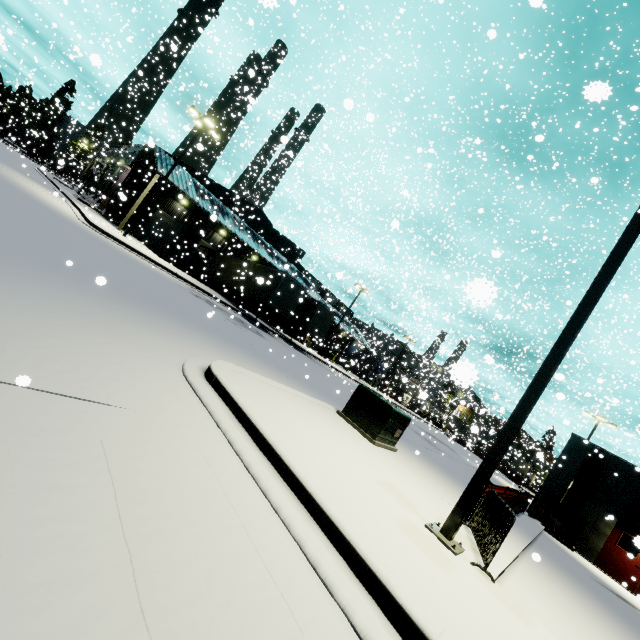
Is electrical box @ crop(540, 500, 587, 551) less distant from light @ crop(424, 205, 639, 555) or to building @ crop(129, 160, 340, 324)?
building @ crop(129, 160, 340, 324)

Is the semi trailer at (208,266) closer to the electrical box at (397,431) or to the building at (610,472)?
the building at (610,472)

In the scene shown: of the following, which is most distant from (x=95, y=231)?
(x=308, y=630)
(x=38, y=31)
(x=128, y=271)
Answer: (x=38, y=31)

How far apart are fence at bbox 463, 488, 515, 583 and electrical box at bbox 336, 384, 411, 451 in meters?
2.5

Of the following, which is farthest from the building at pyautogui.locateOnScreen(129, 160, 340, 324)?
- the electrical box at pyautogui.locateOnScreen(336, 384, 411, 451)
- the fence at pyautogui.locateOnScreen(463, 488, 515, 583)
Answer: the electrical box at pyautogui.locateOnScreen(336, 384, 411, 451)

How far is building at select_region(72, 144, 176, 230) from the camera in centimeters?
2450cm

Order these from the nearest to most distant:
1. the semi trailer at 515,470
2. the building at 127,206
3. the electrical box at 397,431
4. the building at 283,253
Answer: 1. the electrical box at 397,431
2. the building at 127,206
3. the building at 283,253
4. the semi trailer at 515,470

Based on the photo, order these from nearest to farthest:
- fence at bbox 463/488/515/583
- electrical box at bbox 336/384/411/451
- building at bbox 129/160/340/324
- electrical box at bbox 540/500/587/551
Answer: fence at bbox 463/488/515/583
electrical box at bbox 336/384/411/451
electrical box at bbox 540/500/587/551
building at bbox 129/160/340/324
